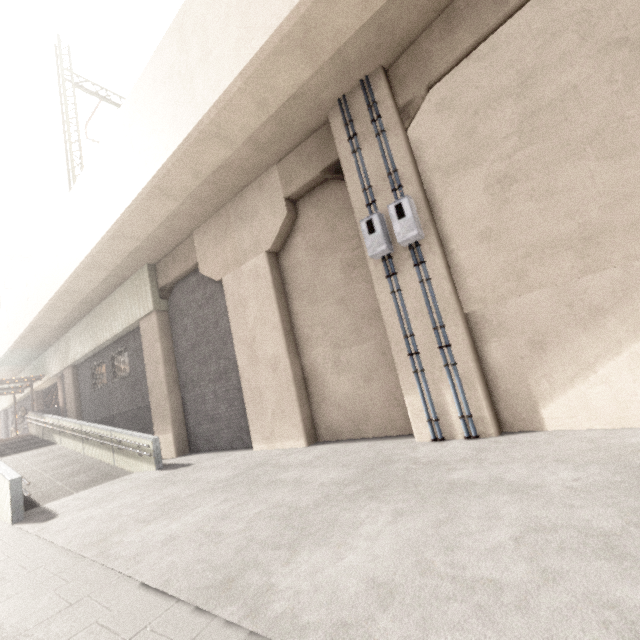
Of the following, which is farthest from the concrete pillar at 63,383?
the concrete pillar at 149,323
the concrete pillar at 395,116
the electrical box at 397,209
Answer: the electrical box at 397,209

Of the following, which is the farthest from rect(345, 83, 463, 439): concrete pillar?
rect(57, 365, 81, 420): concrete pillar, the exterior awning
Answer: the exterior awning

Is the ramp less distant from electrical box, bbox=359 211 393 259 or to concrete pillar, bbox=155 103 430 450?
concrete pillar, bbox=155 103 430 450

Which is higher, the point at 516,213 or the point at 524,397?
the point at 516,213

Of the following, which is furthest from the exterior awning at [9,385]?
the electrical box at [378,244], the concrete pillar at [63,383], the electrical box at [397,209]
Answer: the electrical box at [397,209]

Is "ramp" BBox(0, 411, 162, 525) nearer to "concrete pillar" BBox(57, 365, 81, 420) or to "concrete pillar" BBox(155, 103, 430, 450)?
"concrete pillar" BBox(57, 365, 81, 420)

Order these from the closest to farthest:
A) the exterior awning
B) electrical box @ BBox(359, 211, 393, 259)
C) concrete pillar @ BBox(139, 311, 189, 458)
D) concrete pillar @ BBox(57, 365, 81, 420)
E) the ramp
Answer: electrical box @ BBox(359, 211, 393, 259) → the ramp → concrete pillar @ BBox(139, 311, 189, 458) → concrete pillar @ BBox(57, 365, 81, 420) → the exterior awning

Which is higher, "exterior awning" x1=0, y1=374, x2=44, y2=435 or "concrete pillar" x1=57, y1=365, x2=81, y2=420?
"exterior awning" x1=0, y1=374, x2=44, y2=435
